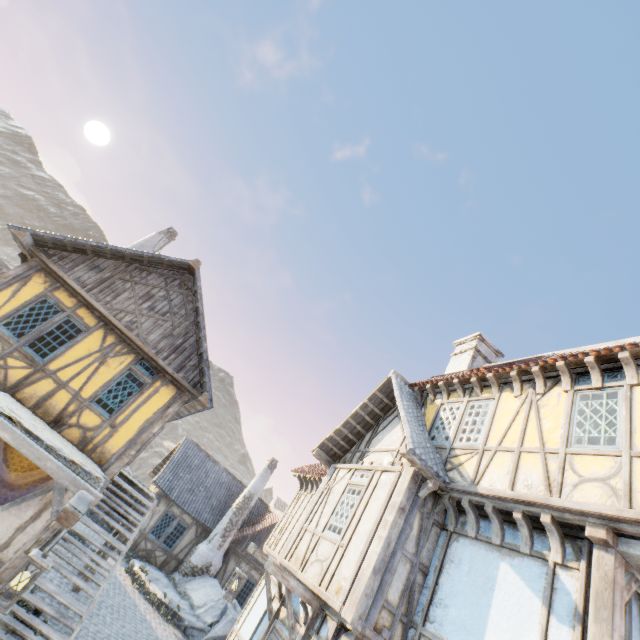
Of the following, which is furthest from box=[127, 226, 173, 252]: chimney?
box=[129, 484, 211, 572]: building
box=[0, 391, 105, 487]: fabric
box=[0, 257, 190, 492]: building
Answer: box=[129, 484, 211, 572]: building

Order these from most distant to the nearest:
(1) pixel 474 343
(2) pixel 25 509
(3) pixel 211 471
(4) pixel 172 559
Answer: (3) pixel 211 471
(4) pixel 172 559
(1) pixel 474 343
(2) pixel 25 509

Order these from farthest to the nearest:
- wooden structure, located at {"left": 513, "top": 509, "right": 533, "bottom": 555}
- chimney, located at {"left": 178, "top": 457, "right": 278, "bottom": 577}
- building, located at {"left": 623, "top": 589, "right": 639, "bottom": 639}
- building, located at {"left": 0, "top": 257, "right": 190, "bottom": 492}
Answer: chimney, located at {"left": 178, "top": 457, "right": 278, "bottom": 577} → building, located at {"left": 0, "top": 257, "right": 190, "bottom": 492} → wooden structure, located at {"left": 513, "top": 509, "right": 533, "bottom": 555} → building, located at {"left": 623, "top": 589, "right": 639, "bottom": 639}

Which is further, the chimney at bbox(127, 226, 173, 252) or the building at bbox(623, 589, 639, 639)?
the chimney at bbox(127, 226, 173, 252)

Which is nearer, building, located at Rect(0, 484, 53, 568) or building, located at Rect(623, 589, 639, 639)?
building, located at Rect(623, 589, 639, 639)

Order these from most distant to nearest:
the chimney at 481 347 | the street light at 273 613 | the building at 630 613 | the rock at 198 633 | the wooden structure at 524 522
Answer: the rock at 198 633
the chimney at 481 347
the street light at 273 613
the wooden structure at 524 522
the building at 630 613

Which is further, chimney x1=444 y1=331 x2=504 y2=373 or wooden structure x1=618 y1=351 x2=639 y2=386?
chimney x1=444 y1=331 x2=504 y2=373

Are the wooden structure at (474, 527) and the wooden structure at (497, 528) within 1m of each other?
yes
